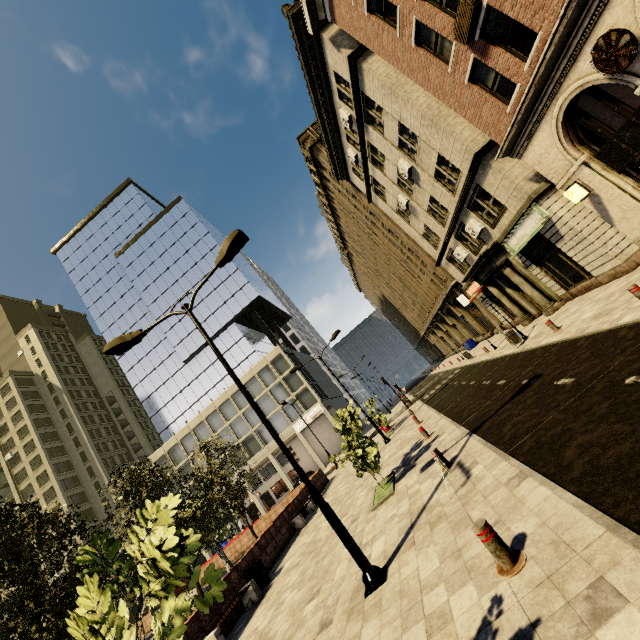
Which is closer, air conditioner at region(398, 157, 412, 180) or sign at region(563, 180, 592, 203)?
sign at region(563, 180, 592, 203)

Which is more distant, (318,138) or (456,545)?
(318,138)

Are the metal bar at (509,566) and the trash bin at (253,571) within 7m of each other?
no

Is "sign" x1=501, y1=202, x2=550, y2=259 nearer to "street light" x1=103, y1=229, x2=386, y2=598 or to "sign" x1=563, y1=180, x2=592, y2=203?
"sign" x1=563, y1=180, x2=592, y2=203

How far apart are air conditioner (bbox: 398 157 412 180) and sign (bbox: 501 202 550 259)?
7.25m

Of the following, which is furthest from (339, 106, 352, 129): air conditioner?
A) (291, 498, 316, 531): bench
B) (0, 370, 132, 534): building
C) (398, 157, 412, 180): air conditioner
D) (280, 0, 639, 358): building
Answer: (0, 370, 132, 534): building

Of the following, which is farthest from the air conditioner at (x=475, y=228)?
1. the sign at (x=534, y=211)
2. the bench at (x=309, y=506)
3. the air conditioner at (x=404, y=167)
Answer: the bench at (x=309, y=506)

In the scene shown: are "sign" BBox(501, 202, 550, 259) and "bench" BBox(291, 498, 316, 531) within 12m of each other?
no
